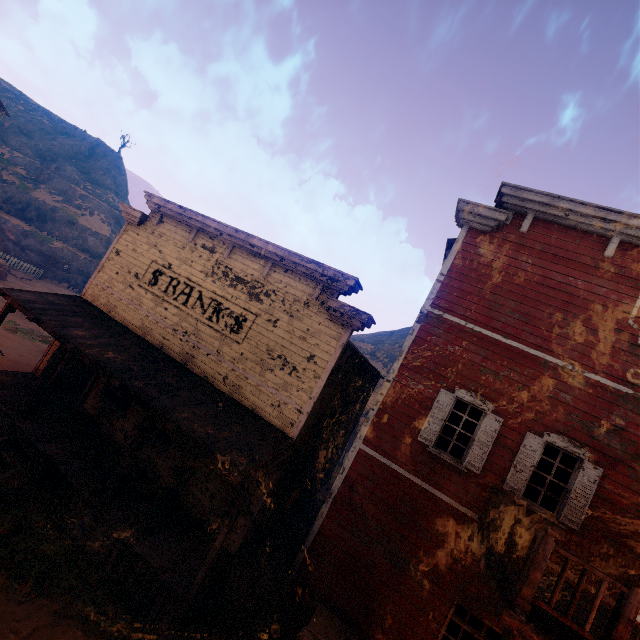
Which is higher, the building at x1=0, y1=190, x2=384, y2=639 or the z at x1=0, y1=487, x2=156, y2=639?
the building at x1=0, y1=190, x2=384, y2=639

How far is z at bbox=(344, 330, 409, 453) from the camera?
29.2 meters

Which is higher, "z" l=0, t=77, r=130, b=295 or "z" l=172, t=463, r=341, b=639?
"z" l=0, t=77, r=130, b=295

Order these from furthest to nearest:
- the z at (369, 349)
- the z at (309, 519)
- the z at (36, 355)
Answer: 1. the z at (369, 349)
2. the z at (36, 355)
3. the z at (309, 519)

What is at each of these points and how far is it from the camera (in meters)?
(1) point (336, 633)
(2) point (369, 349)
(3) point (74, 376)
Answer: (1) wooden box, 6.45
(2) z, 51.69
(3) bp, 11.96

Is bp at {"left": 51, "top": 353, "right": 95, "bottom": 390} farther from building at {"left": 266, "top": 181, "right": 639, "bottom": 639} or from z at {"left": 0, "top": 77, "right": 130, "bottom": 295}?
z at {"left": 0, "top": 77, "right": 130, "bottom": 295}

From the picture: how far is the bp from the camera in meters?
11.5 m

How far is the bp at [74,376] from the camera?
11.51m
